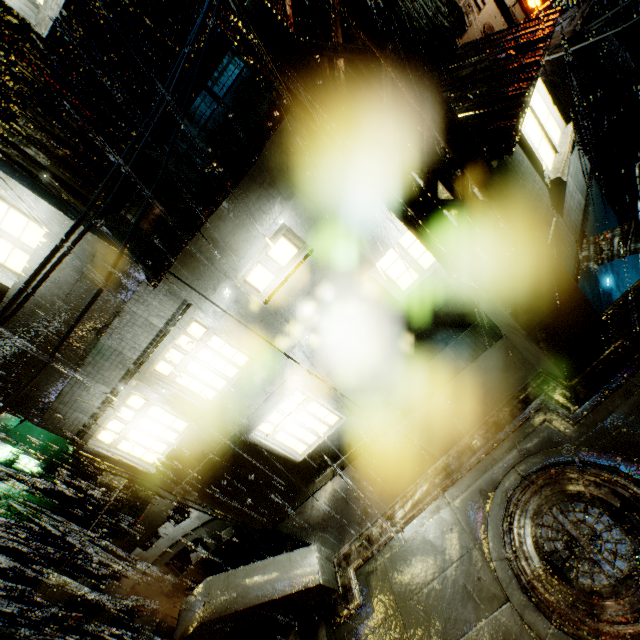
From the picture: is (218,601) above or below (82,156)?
below

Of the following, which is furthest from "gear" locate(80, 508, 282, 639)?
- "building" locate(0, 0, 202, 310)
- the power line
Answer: the power line

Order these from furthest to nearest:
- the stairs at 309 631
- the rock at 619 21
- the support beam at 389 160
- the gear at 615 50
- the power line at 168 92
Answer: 1. the rock at 619 21
2. the gear at 615 50
3. the stairs at 309 631
4. the support beam at 389 160
5. the power line at 168 92

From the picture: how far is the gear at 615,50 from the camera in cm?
3703

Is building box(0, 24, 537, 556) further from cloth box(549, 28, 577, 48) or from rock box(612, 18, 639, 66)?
rock box(612, 18, 639, 66)

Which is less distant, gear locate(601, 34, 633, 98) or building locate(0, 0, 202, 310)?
building locate(0, 0, 202, 310)

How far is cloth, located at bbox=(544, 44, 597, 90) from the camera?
17.1m

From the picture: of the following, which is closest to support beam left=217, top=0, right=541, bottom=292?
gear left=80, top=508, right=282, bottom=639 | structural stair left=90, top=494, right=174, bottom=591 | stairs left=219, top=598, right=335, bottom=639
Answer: stairs left=219, top=598, right=335, bottom=639
